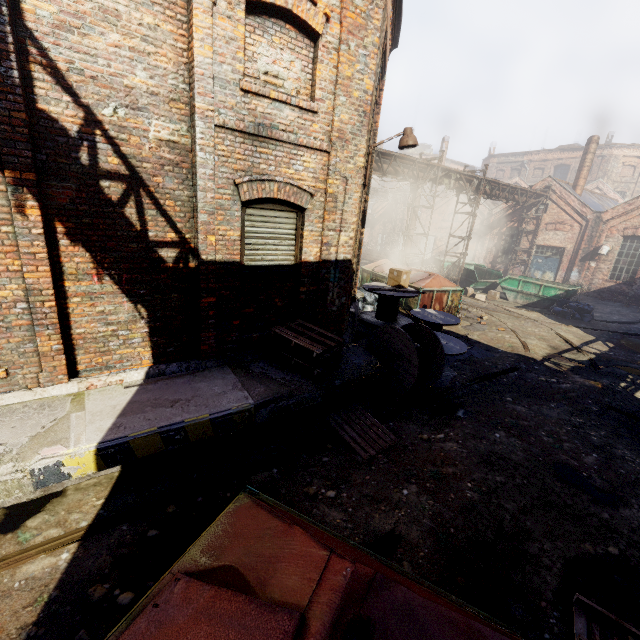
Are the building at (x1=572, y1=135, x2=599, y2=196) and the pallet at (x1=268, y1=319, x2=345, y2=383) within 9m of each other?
no

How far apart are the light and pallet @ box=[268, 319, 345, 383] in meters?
3.3 m

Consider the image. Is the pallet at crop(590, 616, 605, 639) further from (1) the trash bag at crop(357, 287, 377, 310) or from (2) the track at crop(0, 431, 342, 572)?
(1) the trash bag at crop(357, 287, 377, 310)

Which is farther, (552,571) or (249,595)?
(552,571)

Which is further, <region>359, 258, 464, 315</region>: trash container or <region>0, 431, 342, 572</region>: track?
<region>359, 258, 464, 315</region>: trash container

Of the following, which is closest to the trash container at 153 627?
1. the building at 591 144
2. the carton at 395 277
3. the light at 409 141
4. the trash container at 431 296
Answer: the light at 409 141

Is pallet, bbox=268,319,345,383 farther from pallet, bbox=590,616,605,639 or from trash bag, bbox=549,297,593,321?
trash bag, bbox=549,297,593,321

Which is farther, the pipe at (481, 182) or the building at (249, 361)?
the pipe at (481, 182)
